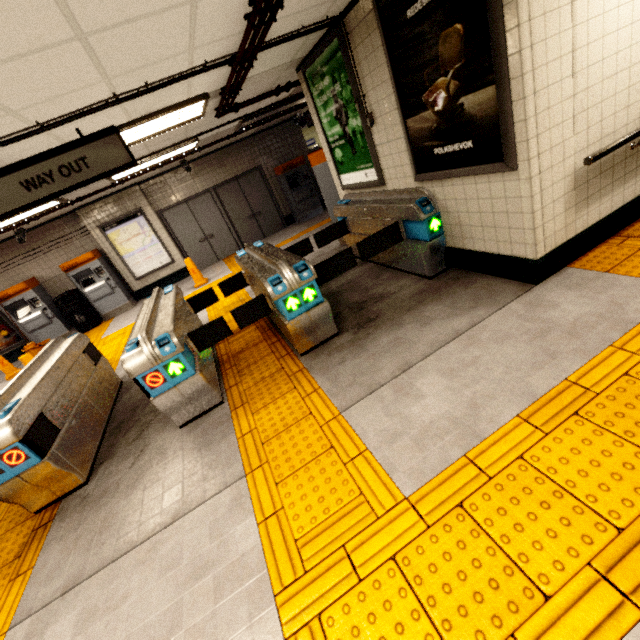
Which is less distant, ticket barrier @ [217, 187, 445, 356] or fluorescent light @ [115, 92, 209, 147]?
ticket barrier @ [217, 187, 445, 356]

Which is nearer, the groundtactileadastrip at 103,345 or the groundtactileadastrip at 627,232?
the groundtactileadastrip at 627,232

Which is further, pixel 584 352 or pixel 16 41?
pixel 584 352

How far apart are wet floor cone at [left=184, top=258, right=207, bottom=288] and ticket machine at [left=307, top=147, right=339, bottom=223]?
4.0m

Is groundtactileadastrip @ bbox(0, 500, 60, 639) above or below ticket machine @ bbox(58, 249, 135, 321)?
below

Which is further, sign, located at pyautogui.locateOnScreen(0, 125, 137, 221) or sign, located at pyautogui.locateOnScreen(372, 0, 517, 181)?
sign, located at pyautogui.locateOnScreen(0, 125, 137, 221)

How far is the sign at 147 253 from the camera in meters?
9.3 m

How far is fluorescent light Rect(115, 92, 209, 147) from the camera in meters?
3.9
